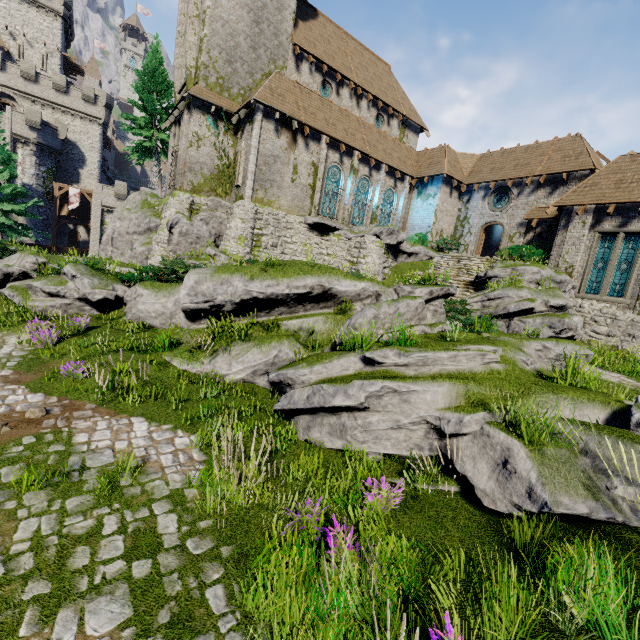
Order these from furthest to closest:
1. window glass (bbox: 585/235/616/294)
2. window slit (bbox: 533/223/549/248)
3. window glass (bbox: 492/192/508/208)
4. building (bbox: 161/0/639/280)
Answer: window glass (bbox: 492/192/508/208) → window slit (bbox: 533/223/549/248) → building (bbox: 161/0/639/280) → window glass (bbox: 585/235/616/294)

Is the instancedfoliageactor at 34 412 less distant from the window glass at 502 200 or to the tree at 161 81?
the tree at 161 81

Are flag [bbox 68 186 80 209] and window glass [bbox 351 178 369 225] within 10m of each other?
no

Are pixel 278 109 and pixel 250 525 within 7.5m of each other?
no

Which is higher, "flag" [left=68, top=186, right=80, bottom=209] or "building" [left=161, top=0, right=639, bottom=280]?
"building" [left=161, top=0, right=639, bottom=280]

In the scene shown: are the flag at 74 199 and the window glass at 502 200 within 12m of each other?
no

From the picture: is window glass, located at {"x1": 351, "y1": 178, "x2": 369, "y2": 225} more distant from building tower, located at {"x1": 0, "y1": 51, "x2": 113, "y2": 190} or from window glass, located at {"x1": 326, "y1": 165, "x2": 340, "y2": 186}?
building tower, located at {"x1": 0, "y1": 51, "x2": 113, "y2": 190}

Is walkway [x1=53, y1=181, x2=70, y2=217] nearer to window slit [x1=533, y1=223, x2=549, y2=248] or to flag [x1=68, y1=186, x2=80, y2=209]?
flag [x1=68, y1=186, x2=80, y2=209]
